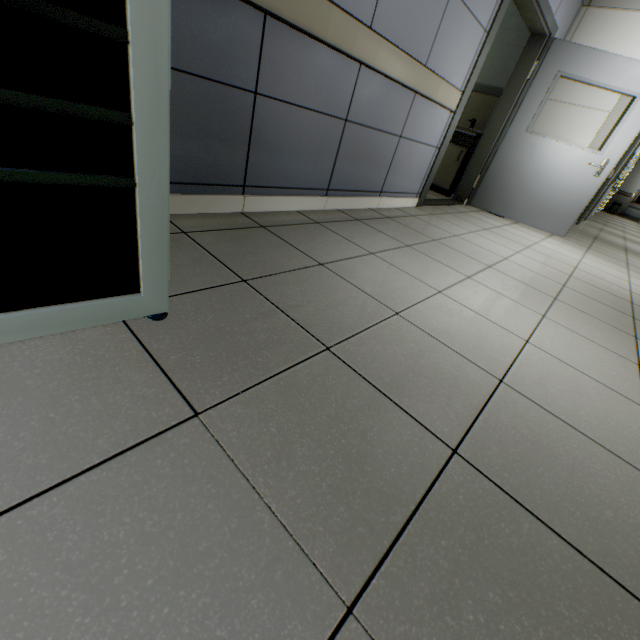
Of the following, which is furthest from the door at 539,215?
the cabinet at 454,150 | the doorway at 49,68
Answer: the doorway at 49,68

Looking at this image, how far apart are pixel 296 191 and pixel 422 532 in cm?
220

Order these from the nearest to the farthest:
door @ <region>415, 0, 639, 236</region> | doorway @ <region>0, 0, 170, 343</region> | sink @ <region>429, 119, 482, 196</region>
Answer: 1. doorway @ <region>0, 0, 170, 343</region>
2. door @ <region>415, 0, 639, 236</region>
3. sink @ <region>429, 119, 482, 196</region>

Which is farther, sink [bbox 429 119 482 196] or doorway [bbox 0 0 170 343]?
sink [bbox 429 119 482 196]

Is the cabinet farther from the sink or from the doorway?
the doorway

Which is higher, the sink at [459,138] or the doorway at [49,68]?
the sink at [459,138]

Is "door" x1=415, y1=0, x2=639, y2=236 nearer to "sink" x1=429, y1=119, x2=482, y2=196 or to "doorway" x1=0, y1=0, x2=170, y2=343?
"sink" x1=429, y1=119, x2=482, y2=196

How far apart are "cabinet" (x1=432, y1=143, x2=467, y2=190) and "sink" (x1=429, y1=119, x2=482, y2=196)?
0.03m
